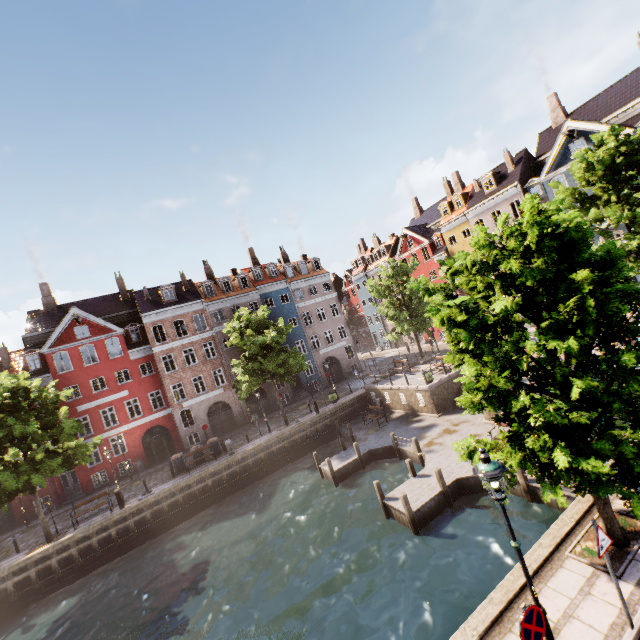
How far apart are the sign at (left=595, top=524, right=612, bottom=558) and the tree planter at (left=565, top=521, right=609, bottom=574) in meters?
1.7

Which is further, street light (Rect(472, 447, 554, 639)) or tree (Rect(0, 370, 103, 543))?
tree (Rect(0, 370, 103, 543))

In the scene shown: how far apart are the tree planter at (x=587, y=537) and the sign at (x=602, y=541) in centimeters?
169cm

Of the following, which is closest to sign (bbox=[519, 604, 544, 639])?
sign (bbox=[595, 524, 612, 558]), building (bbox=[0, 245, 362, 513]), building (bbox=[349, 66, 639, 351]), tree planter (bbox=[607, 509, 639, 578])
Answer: sign (bbox=[595, 524, 612, 558])

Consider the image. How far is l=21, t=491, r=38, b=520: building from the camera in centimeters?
2562cm

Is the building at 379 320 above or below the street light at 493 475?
above

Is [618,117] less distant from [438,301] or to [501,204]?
[501,204]

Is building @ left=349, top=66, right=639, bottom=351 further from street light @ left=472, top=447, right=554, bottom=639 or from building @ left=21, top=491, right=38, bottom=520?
street light @ left=472, top=447, right=554, bottom=639
